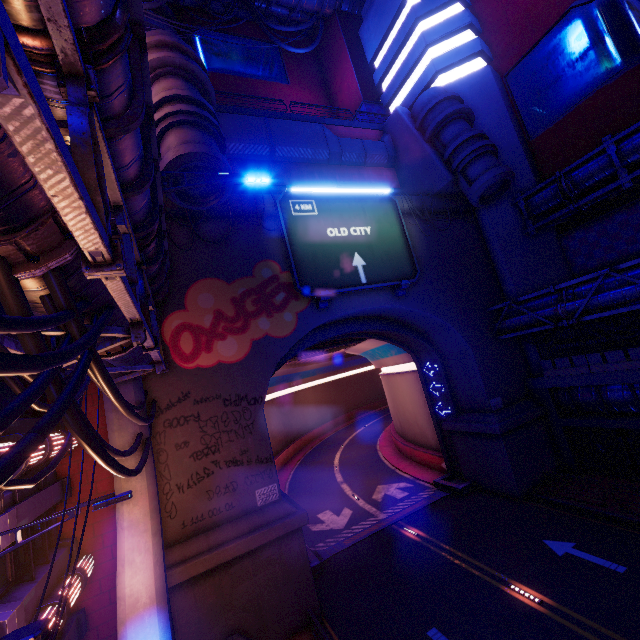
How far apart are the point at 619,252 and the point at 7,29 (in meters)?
25.00

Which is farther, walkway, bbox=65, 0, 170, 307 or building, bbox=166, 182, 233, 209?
building, bbox=166, 182, 233, 209

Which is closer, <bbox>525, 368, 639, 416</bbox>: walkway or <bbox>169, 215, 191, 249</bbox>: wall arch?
<bbox>169, 215, 191, 249</bbox>: wall arch

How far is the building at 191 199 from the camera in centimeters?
1232cm

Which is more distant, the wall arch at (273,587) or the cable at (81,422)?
the wall arch at (273,587)

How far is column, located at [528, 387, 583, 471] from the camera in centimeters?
1900cm

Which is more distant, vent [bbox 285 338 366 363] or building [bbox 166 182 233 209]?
vent [bbox 285 338 366 363]

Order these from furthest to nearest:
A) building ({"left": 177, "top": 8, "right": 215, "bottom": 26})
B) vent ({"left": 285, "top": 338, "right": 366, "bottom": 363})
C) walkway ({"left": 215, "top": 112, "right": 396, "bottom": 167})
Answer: building ({"left": 177, "top": 8, "right": 215, "bottom": 26}), vent ({"left": 285, "top": 338, "right": 366, "bottom": 363}), walkway ({"left": 215, "top": 112, "right": 396, "bottom": 167})
